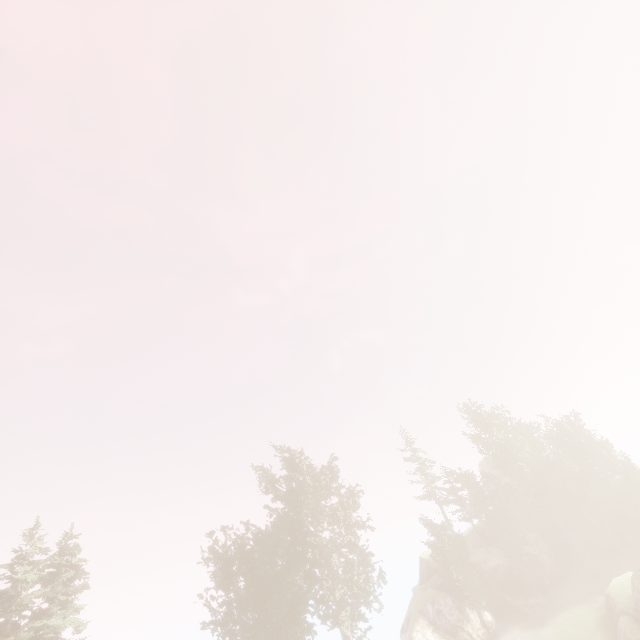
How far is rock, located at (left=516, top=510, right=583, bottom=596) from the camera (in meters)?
33.56

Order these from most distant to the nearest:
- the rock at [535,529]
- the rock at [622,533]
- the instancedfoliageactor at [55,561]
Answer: the rock at [622,533]
the rock at [535,529]
the instancedfoliageactor at [55,561]

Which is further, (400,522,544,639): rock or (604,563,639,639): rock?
(400,522,544,639): rock

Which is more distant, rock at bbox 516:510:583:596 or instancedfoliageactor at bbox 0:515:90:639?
rock at bbox 516:510:583:596

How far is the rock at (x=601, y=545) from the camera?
36.3m

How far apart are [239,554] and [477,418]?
33.37m

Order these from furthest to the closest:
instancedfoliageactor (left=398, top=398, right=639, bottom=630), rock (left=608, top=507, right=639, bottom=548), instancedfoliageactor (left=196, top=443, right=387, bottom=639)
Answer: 1. rock (left=608, top=507, right=639, bottom=548)
2. instancedfoliageactor (left=398, top=398, right=639, bottom=630)
3. instancedfoliageactor (left=196, top=443, right=387, bottom=639)
